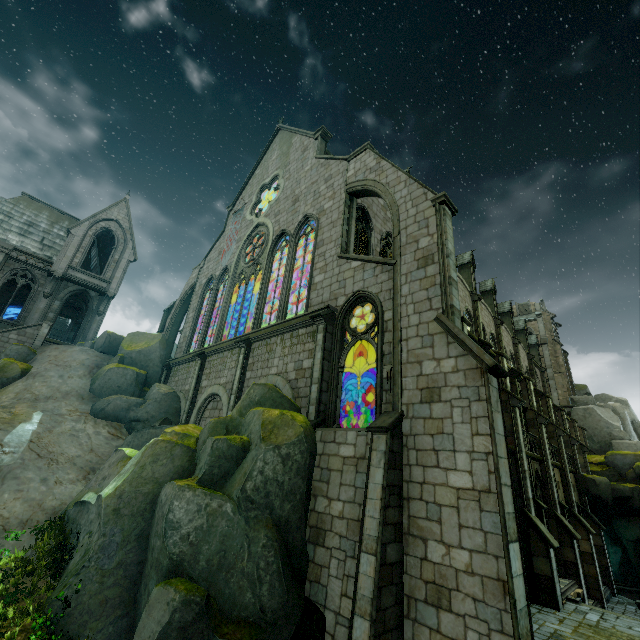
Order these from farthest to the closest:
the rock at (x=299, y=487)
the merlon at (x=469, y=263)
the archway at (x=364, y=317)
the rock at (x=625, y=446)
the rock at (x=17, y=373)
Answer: the merlon at (x=469, y=263)
the rock at (x=625, y=446)
the rock at (x=17, y=373)
the archway at (x=364, y=317)
the rock at (x=299, y=487)

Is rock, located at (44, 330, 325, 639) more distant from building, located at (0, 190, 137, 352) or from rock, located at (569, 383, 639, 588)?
rock, located at (569, 383, 639, 588)

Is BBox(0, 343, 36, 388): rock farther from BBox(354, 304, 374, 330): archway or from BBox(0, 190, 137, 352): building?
BBox(354, 304, 374, 330): archway

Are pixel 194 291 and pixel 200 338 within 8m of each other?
yes

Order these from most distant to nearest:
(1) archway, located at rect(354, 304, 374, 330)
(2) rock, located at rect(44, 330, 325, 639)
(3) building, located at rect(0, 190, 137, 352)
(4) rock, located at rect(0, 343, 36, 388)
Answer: (3) building, located at rect(0, 190, 137, 352)
(4) rock, located at rect(0, 343, 36, 388)
(1) archway, located at rect(354, 304, 374, 330)
(2) rock, located at rect(44, 330, 325, 639)

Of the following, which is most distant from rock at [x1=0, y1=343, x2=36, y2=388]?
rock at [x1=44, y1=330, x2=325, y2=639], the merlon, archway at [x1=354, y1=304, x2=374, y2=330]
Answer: the merlon

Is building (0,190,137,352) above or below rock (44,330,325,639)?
above

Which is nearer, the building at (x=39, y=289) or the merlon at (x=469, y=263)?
the building at (x=39, y=289)
